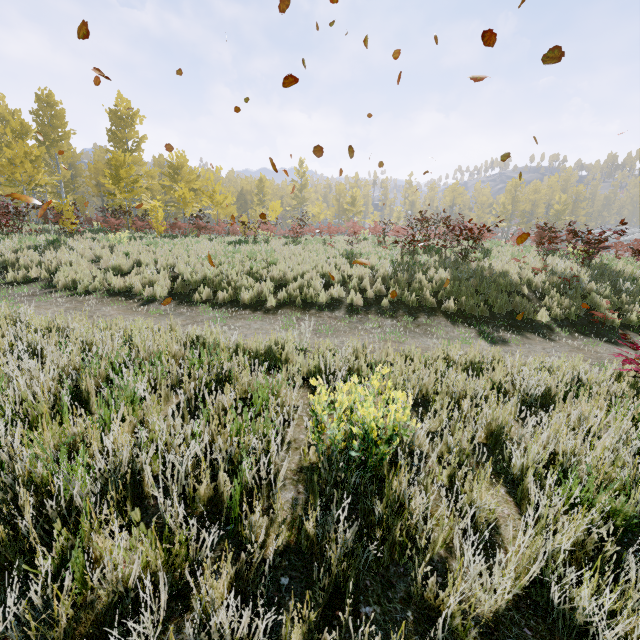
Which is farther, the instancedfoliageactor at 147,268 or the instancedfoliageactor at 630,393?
the instancedfoliageactor at 147,268

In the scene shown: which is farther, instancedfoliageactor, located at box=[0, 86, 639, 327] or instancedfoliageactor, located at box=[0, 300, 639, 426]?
instancedfoliageactor, located at box=[0, 86, 639, 327]

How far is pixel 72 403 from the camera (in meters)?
2.59
